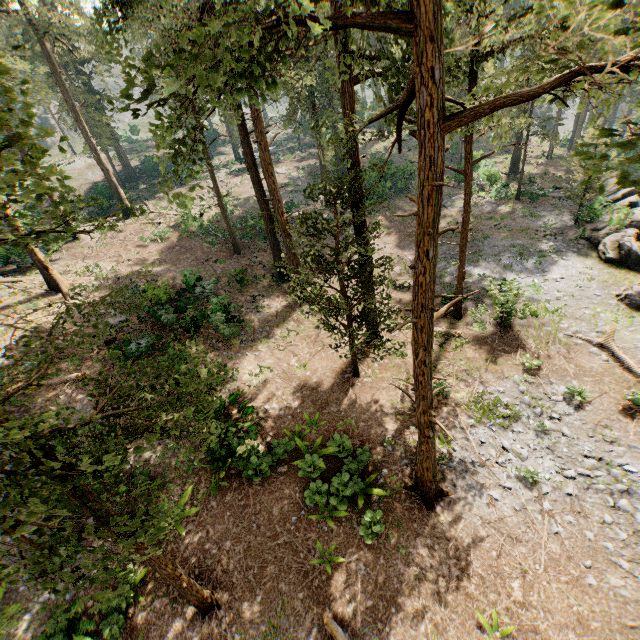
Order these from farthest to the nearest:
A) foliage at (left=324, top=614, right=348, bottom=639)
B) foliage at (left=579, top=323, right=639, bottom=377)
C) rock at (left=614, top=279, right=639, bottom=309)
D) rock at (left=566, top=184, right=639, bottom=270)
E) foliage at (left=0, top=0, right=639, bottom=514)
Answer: rock at (left=566, top=184, right=639, bottom=270), rock at (left=614, top=279, right=639, bottom=309), foliage at (left=579, top=323, right=639, bottom=377), foliage at (left=324, top=614, right=348, bottom=639), foliage at (left=0, top=0, right=639, bottom=514)

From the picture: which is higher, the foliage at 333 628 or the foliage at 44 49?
the foliage at 44 49

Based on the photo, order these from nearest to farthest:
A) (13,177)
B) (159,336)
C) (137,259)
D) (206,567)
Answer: (13,177)
(206,567)
(159,336)
(137,259)

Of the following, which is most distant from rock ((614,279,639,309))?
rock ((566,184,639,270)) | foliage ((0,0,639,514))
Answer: foliage ((0,0,639,514))

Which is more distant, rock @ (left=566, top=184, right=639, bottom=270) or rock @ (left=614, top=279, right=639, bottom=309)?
rock @ (left=566, top=184, right=639, bottom=270)

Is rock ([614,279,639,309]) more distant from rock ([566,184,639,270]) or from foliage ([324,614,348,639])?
foliage ([324,614,348,639])

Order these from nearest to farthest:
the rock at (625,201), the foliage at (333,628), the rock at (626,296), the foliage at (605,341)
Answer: the foliage at (333,628)
the foliage at (605,341)
the rock at (626,296)
the rock at (625,201)
